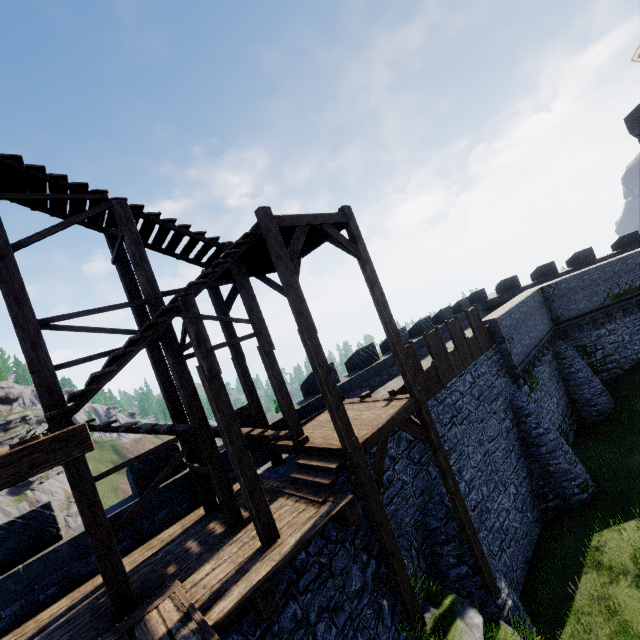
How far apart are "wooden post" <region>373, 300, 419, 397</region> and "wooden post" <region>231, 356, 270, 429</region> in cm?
451

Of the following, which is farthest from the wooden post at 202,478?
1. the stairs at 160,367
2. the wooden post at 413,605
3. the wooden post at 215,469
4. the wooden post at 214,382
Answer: the wooden post at 413,605

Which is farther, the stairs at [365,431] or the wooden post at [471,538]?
the wooden post at [471,538]

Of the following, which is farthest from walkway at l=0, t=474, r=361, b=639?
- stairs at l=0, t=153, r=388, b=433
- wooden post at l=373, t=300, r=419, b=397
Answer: wooden post at l=373, t=300, r=419, b=397

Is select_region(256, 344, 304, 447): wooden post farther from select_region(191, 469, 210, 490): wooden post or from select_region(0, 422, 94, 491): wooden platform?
select_region(0, 422, 94, 491): wooden platform

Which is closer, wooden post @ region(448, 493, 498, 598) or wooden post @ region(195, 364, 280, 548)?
wooden post @ region(195, 364, 280, 548)

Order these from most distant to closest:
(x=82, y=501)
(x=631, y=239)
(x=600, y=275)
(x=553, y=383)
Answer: (x=631, y=239)
(x=600, y=275)
(x=553, y=383)
(x=82, y=501)

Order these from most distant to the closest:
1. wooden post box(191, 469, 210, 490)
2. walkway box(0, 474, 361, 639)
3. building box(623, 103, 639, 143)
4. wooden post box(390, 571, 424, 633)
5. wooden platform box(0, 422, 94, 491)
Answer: building box(623, 103, 639, 143) → wooden post box(191, 469, 210, 490) → wooden post box(390, 571, 424, 633) → walkway box(0, 474, 361, 639) → wooden platform box(0, 422, 94, 491)
